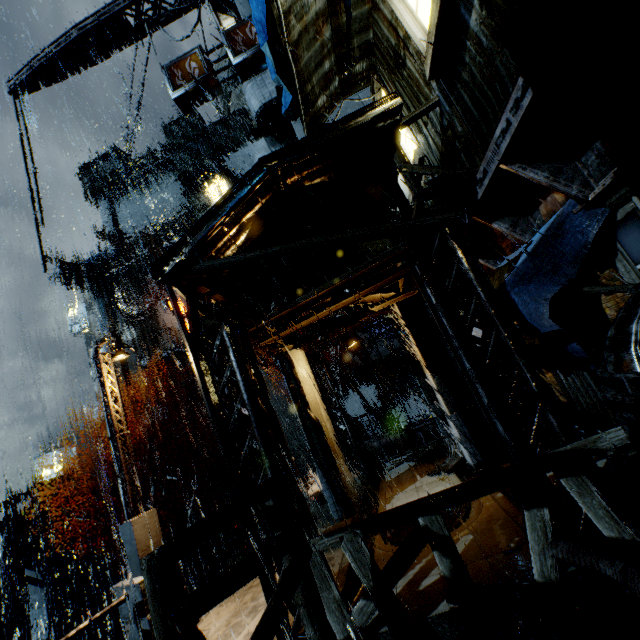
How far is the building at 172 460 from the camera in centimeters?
3297cm

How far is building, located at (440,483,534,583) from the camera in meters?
5.3

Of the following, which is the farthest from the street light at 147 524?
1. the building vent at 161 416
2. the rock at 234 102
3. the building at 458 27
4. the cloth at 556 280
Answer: the rock at 234 102

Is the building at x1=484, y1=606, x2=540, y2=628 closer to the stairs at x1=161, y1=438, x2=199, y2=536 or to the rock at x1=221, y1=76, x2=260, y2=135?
the stairs at x1=161, y1=438, x2=199, y2=536

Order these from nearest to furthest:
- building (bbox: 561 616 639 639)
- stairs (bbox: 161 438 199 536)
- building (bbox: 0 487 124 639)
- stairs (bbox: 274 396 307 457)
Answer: building (bbox: 561 616 639 639) → building (bbox: 0 487 124 639) → stairs (bbox: 274 396 307 457) → stairs (bbox: 161 438 199 536)

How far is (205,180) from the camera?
42.7 meters

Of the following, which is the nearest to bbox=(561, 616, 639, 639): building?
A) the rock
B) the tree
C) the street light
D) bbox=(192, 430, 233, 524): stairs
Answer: bbox=(192, 430, 233, 524): stairs
